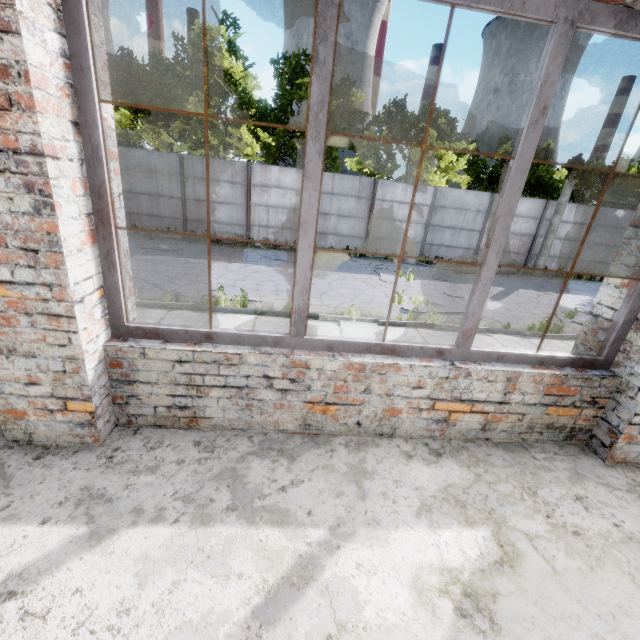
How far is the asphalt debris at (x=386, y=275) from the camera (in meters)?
12.53

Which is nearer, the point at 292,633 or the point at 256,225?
the point at 292,633

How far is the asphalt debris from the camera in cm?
1253
